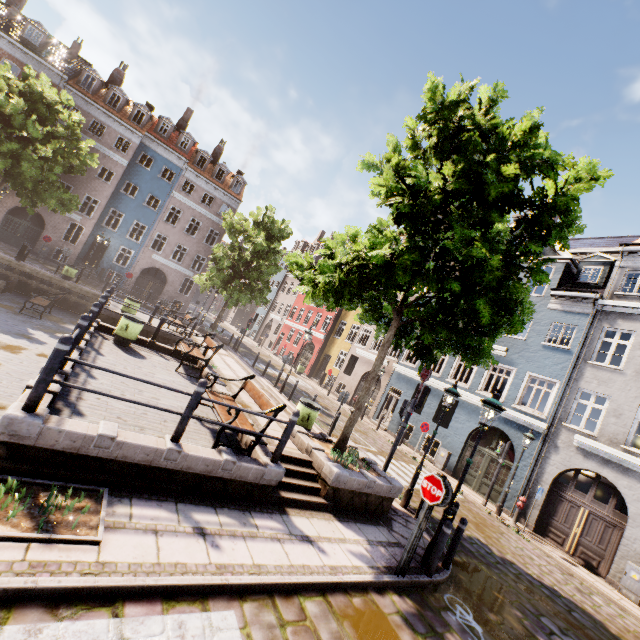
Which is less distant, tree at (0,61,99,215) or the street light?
the street light

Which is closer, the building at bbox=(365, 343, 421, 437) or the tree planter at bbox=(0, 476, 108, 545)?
the tree planter at bbox=(0, 476, 108, 545)

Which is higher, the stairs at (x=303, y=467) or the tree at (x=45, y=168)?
the tree at (x=45, y=168)

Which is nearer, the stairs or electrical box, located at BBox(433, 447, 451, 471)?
the stairs

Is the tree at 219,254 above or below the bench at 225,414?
above

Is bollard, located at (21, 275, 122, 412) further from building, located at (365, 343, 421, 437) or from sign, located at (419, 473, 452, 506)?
building, located at (365, 343, 421, 437)

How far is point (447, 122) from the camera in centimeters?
860cm

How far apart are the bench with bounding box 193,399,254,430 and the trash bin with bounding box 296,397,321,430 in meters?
2.0
